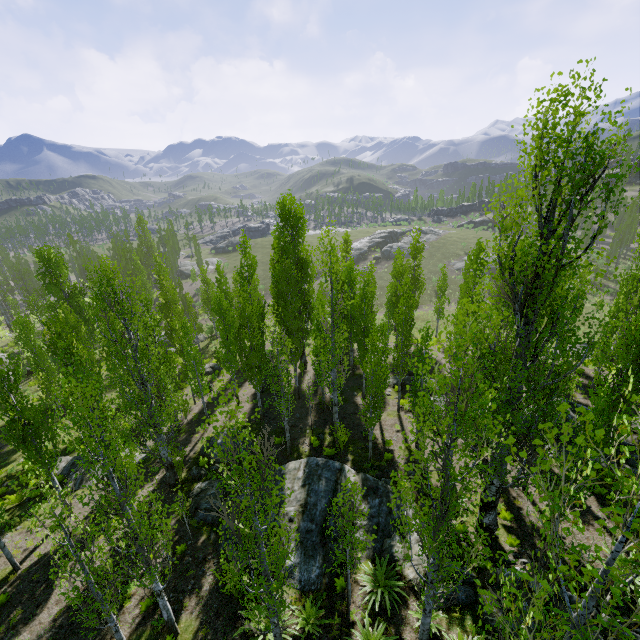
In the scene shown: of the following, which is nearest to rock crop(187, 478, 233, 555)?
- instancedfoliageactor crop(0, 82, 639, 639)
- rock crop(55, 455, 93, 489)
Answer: instancedfoliageactor crop(0, 82, 639, 639)

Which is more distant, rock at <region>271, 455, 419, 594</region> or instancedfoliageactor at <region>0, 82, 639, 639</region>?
rock at <region>271, 455, 419, 594</region>

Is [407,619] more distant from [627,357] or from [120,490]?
[627,357]

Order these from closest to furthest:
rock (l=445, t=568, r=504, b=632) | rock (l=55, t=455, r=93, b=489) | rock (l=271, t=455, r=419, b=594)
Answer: rock (l=445, t=568, r=504, b=632), rock (l=271, t=455, r=419, b=594), rock (l=55, t=455, r=93, b=489)

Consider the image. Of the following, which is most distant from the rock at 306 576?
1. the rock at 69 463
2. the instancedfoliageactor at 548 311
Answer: the rock at 69 463
